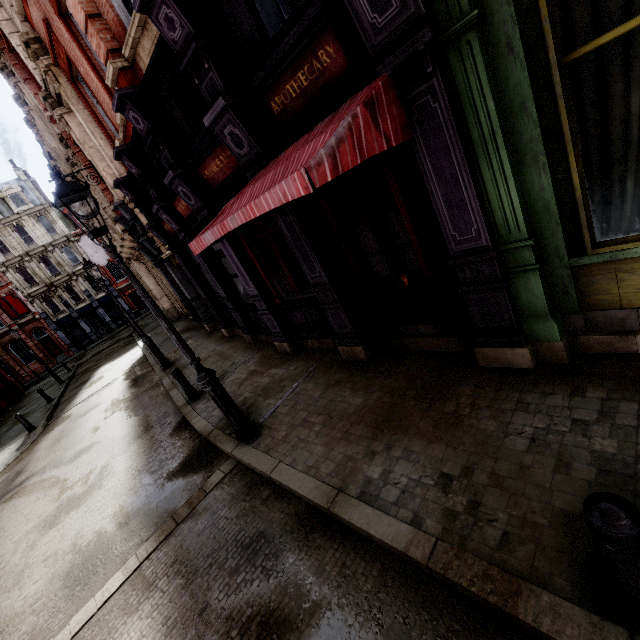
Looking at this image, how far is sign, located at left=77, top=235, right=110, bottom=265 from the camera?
24.14m

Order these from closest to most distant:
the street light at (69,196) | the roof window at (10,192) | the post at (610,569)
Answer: the post at (610,569), the street light at (69,196), the roof window at (10,192)

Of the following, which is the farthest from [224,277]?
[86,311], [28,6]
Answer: [86,311]

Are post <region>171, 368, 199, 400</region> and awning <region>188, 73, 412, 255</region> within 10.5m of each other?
yes

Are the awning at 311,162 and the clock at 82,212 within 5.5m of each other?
no

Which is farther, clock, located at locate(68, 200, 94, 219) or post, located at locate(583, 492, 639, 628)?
clock, located at locate(68, 200, 94, 219)

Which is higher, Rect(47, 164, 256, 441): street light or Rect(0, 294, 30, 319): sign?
Rect(0, 294, 30, 319): sign

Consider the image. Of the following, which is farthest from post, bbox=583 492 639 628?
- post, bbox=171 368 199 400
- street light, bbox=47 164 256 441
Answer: post, bbox=171 368 199 400
